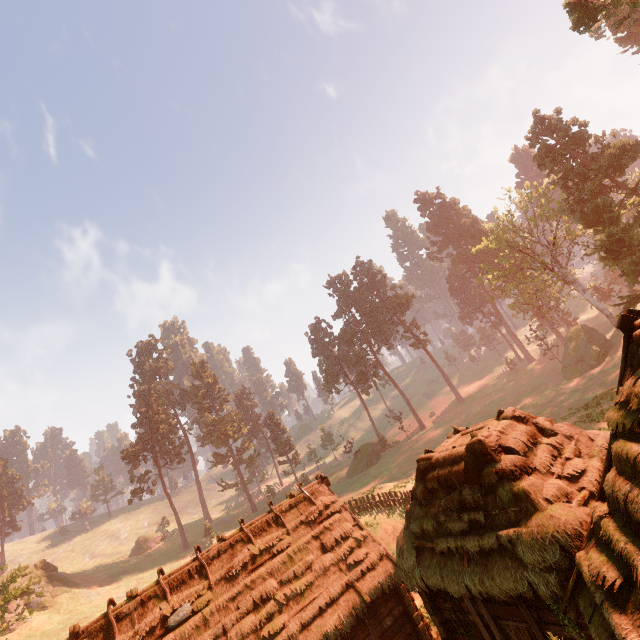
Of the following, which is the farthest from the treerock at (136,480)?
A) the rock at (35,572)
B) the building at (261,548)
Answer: the rock at (35,572)

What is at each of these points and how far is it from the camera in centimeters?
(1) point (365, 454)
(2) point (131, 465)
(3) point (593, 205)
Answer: (1) treerock, 5428cm
(2) treerock, 5934cm
(3) treerock, 2964cm

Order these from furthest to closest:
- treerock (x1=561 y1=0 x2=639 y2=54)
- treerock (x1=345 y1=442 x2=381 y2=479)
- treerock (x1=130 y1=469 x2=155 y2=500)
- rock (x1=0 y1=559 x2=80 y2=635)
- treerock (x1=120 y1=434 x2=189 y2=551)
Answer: treerock (x1=120 y1=434 x2=189 y2=551), treerock (x1=130 y1=469 x2=155 y2=500), treerock (x1=345 y1=442 x2=381 y2=479), rock (x1=0 y1=559 x2=80 y2=635), treerock (x1=561 y1=0 x2=639 y2=54)

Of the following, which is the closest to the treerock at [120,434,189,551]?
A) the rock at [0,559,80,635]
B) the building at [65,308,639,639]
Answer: the building at [65,308,639,639]

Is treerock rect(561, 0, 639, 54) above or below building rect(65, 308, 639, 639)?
above

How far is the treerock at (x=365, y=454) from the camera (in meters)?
52.72
